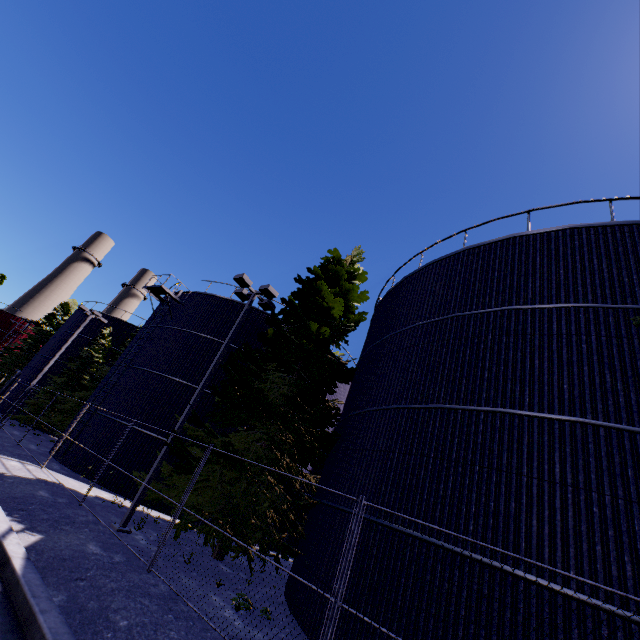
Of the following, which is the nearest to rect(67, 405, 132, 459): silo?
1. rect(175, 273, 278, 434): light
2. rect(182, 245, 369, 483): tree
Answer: rect(182, 245, 369, 483): tree

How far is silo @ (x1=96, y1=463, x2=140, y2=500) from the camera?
15.72m

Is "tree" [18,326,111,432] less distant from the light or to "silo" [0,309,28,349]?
"silo" [0,309,28,349]

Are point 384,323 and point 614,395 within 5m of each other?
no

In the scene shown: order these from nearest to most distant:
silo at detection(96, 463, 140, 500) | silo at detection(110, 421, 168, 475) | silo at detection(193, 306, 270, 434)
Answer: silo at detection(96, 463, 140, 500), silo at detection(110, 421, 168, 475), silo at detection(193, 306, 270, 434)

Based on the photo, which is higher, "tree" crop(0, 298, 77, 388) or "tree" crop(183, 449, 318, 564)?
"tree" crop(0, 298, 77, 388)

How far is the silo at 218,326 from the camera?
18.1 meters

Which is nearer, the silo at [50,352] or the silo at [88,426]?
the silo at [88,426]
